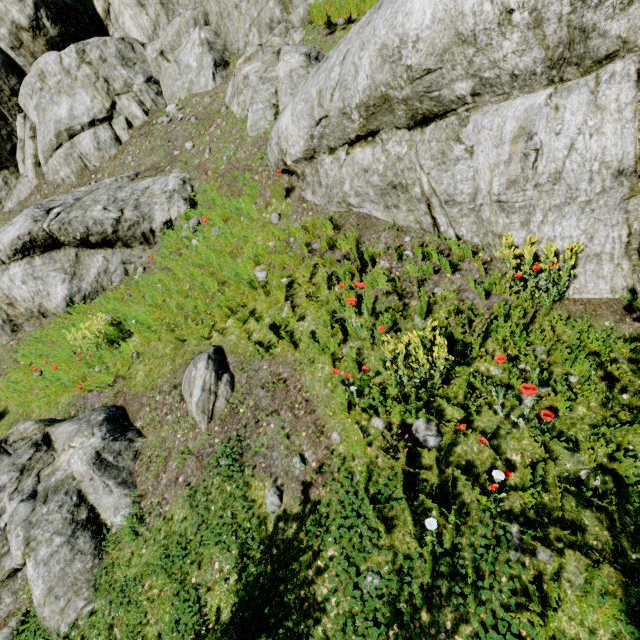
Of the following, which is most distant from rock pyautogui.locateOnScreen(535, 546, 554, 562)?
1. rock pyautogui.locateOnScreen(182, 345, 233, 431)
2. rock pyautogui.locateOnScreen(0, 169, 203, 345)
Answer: rock pyautogui.locateOnScreen(182, 345, 233, 431)

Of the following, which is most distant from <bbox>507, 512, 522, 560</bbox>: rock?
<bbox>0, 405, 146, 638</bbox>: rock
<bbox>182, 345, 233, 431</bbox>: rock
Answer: <bbox>0, 405, 146, 638</bbox>: rock

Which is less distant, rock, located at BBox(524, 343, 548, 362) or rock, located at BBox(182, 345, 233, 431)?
rock, located at BBox(524, 343, 548, 362)

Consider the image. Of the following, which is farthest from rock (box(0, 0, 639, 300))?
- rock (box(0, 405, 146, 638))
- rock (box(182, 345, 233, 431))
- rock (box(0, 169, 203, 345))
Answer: rock (box(0, 405, 146, 638))

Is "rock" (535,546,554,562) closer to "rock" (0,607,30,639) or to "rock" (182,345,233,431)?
"rock" (182,345,233,431)

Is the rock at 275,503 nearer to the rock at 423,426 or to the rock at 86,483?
the rock at 86,483

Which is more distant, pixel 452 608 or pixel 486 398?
pixel 486 398

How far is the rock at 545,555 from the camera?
2.6m
